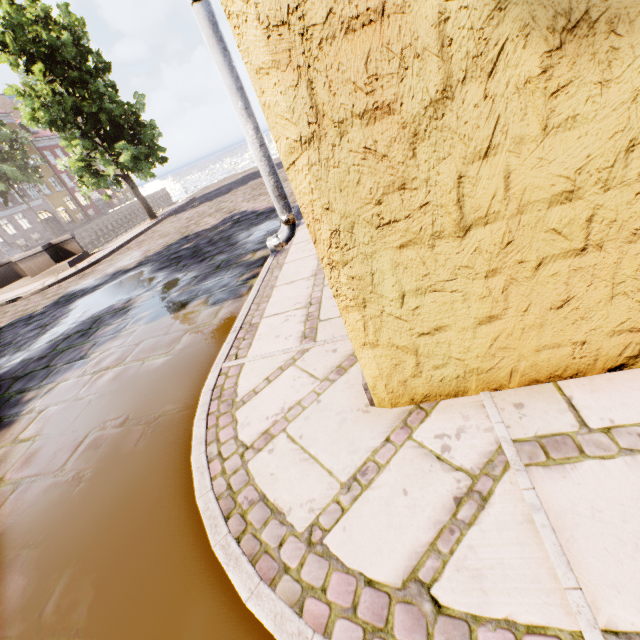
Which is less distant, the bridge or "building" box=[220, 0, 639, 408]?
"building" box=[220, 0, 639, 408]

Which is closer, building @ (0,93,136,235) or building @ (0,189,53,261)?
building @ (0,189,53,261)

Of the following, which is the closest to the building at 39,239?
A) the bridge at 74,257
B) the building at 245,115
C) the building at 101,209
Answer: the building at 101,209

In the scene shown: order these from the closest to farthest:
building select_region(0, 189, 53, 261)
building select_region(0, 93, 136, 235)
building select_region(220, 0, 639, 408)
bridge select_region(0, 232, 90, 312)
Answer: building select_region(220, 0, 639, 408), bridge select_region(0, 232, 90, 312), building select_region(0, 189, 53, 261), building select_region(0, 93, 136, 235)

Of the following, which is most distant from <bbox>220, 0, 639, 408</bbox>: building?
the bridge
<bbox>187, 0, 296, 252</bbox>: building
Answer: the bridge

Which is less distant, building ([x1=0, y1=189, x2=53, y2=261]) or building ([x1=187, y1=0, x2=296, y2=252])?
building ([x1=187, y1=0, x2=296, y2=252])

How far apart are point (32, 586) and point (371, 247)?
2.7 meters

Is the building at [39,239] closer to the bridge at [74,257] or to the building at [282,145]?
the bridge at [74,257]
